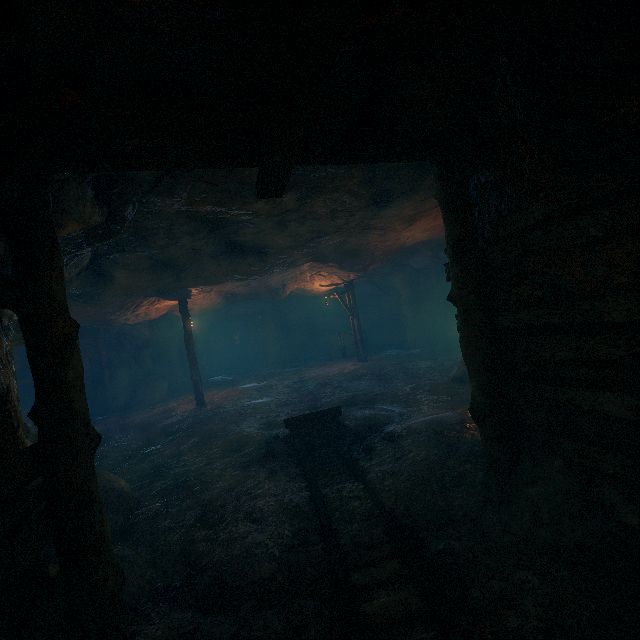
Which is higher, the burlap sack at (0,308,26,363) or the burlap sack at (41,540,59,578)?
the burlap sack at (0,308,26,363)

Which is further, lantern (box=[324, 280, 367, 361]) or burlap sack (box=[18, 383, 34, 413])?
lantern (box=[324, 280, 367, 361])

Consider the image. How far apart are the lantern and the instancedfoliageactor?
11.00m

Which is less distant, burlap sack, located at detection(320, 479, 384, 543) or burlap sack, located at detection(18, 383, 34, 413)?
burlap sack, located at detection(320, 479, 384, 543)

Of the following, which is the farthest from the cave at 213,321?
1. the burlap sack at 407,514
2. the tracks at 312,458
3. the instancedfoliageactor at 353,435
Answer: the tracks at 312,458

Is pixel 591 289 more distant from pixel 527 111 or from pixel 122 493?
pixel 122 493

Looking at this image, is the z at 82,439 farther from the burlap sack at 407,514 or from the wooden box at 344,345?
the wooden box at 344,345

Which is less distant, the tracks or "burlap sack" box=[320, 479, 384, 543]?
the tracks
